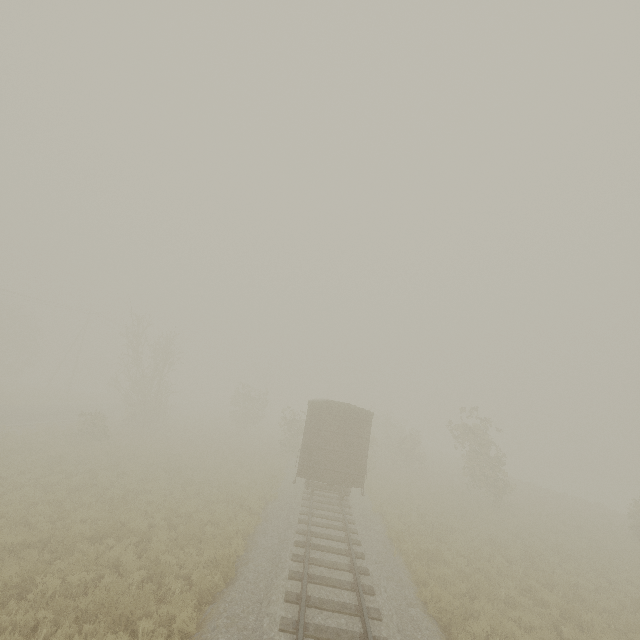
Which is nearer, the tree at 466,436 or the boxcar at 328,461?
the boxcar at 328,461

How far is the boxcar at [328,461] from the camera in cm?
1588

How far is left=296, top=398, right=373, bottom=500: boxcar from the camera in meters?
15.9 m

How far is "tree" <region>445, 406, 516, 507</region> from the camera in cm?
2250

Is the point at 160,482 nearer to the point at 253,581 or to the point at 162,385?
Answer: the point at 253,581

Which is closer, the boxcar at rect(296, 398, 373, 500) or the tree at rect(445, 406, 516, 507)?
the boxcar at rect(296, 398, 373, 500)
